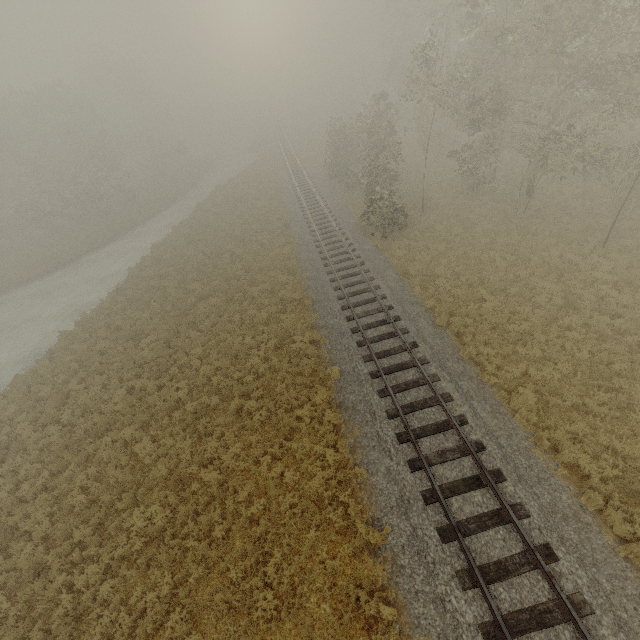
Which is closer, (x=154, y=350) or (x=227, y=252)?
(x=154, y=350)
